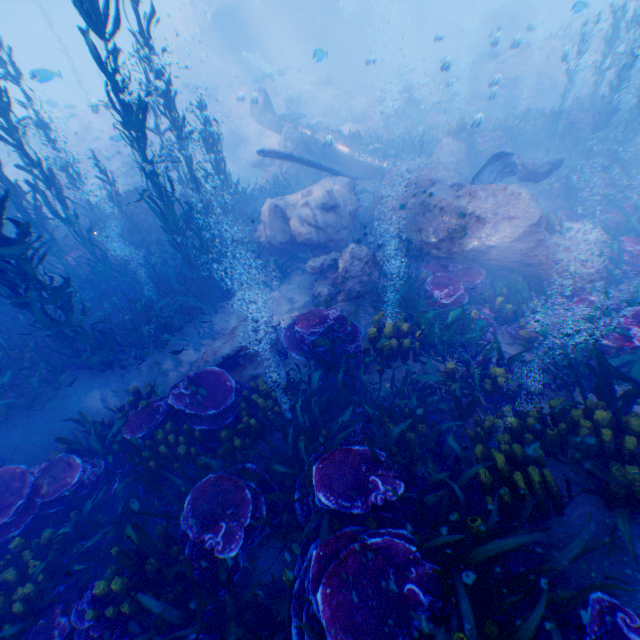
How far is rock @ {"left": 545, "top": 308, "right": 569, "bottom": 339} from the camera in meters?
6.2 m

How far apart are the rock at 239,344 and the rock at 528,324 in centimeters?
541cm

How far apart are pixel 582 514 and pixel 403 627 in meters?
2.3 m

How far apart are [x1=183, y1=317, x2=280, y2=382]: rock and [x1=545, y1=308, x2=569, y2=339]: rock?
5.41m

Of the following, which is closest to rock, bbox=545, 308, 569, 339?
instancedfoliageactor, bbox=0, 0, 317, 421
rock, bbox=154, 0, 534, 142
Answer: instancedfoliageactor, bbox=0, 0, 317, 421

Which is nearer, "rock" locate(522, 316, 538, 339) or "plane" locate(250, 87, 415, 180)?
"rock" locate(522, 316, 538, 339)

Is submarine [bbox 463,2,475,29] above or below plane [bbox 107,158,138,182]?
→ above

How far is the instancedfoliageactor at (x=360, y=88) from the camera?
28.4m
